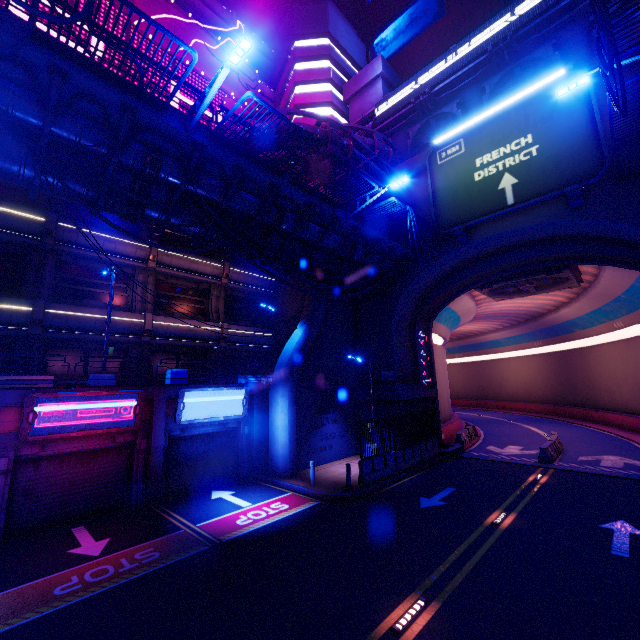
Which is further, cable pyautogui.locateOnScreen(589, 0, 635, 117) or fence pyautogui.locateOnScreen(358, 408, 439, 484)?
fence pyautogui.locateOnScreen(358, 408, 439, 484)

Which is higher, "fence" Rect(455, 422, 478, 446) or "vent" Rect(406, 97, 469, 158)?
"vent" Rect(406, 97, 469, 158)

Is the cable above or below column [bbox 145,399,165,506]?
above

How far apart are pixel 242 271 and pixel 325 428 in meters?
13.3

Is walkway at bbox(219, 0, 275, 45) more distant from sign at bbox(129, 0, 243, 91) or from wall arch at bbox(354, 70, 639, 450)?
wall arch at bbox(354, 70, 639, 450)

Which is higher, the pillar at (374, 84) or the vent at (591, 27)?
the pillar at (374, 84)

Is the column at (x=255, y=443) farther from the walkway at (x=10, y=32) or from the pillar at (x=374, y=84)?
the pillar at (x=374, y=84)

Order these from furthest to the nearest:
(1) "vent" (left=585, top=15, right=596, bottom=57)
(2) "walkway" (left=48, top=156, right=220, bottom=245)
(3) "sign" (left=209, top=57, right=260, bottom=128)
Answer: (3) "sign" (left=209, top=57, right=260, bottom=128), (1) "vent" (left=585, top=15, right=596, bottom=57), (2) "walkway" (left=48, top=156, right=220, bottom=245)
